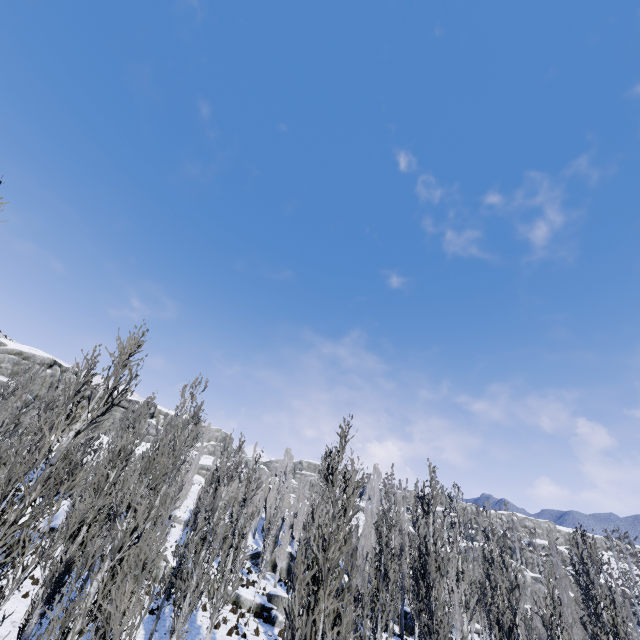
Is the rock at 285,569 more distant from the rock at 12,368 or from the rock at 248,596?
the rock at 12,368

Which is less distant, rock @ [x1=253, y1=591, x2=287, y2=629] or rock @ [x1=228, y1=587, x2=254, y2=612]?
rock @ [x1=253, y1=591, x2=287, y2=629]

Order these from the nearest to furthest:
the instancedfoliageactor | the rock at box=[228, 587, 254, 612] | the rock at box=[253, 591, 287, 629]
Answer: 1. the instancedfoliageactor
2. the rock at box=[253, 591, 287, 629]
3. the rock at box=[228, 587, 254, 612]

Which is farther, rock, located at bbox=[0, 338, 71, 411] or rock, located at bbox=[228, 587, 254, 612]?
rock, located at bbox=[0, 338, 71, 411]

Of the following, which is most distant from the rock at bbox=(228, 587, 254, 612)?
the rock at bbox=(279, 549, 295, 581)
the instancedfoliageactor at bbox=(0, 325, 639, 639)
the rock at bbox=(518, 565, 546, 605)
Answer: the rock at bbox=(518, 565, 546, 605)

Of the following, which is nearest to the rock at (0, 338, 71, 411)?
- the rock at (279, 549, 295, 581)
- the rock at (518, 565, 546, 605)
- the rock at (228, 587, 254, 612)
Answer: the rock at (228, 587, 254, 612)

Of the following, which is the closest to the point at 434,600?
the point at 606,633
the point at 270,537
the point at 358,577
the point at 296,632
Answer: the point at 606,633

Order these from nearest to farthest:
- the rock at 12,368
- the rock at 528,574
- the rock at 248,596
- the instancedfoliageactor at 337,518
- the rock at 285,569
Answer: the instancedfoliageactor at 337,518 < the rock at 248,596 < the rock at 285,569 < the rock at 12,368 < the rock at 528,574
